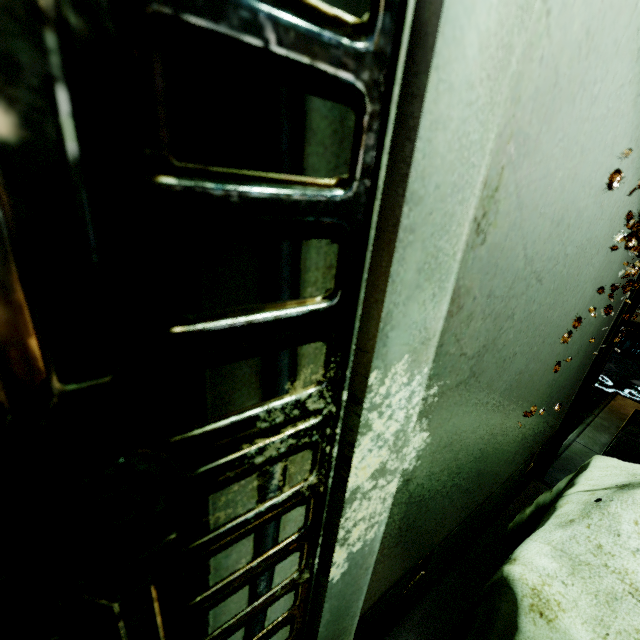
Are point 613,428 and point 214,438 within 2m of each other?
no
